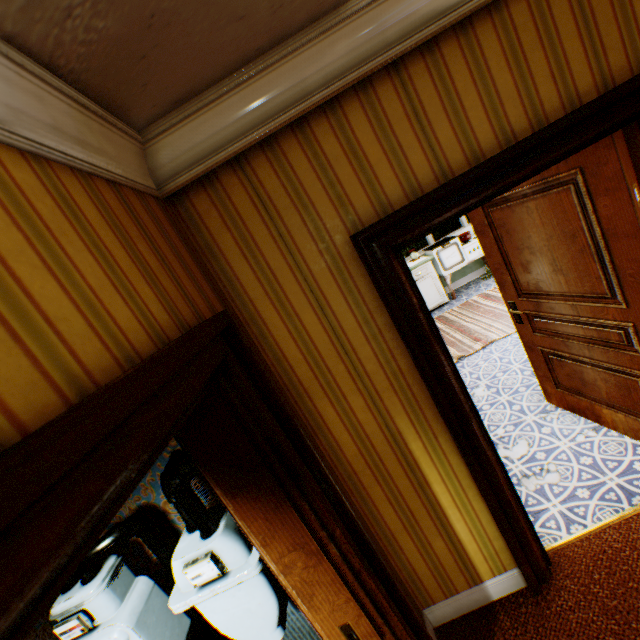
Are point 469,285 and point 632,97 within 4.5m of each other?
no

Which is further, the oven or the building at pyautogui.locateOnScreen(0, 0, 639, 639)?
the oven

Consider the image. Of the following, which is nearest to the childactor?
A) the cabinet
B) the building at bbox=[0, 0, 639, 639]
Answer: the building at bbox=[0, 0, 639, 639]

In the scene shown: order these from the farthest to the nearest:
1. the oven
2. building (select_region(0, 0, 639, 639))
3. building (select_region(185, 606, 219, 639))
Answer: the oven, building (select_region(185, 606, 219, 639)), building (select_region(0, 0, 639, 639))

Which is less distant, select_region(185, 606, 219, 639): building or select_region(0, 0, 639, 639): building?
select_region(0, 0, 639, 639): building

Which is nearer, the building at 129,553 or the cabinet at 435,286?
the building at 129,553

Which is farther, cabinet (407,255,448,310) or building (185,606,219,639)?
cabinet (407,255,448,310)

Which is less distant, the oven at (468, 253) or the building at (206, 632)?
the building at (206, 632)
